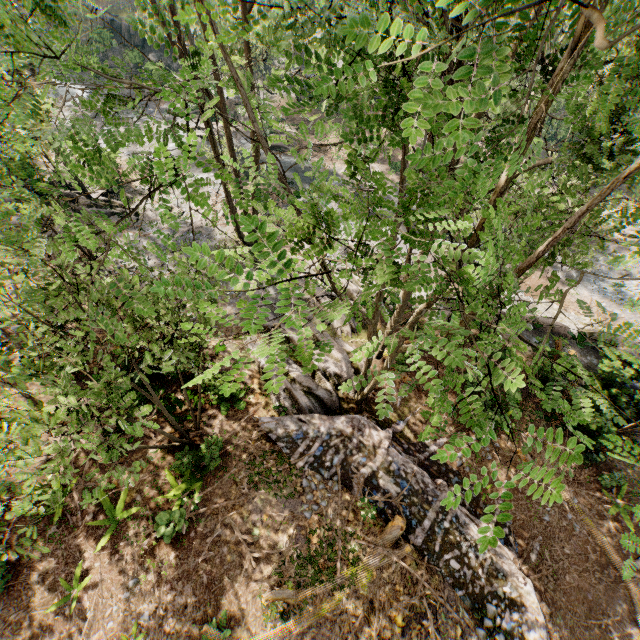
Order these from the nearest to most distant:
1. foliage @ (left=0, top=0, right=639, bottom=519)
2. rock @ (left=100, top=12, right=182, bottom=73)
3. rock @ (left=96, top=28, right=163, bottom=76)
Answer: foliage @ (left=0, top=0, right=639, bottom=519) → rock @ (left=96, top=28, right=163, bottom=76) → rock @ (left=100, top=12, right=182, bottom=73)

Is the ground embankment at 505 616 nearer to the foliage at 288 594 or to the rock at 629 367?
the foliage at 288 594

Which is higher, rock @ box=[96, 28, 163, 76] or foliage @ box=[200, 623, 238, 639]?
foliage @ box=[200, 623, 238, 639]

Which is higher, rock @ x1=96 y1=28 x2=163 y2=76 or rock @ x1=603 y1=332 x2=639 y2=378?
rock @ x1=603 y1=332 x2=639 y2=378

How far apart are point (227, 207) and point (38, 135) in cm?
745

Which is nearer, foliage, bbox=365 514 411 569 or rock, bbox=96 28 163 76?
foliage, bbox=365 514 411 569

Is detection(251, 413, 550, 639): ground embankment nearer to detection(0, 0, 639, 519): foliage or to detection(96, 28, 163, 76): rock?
detection(0, 0, 639, 519): foliage

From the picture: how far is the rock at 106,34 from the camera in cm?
3515
